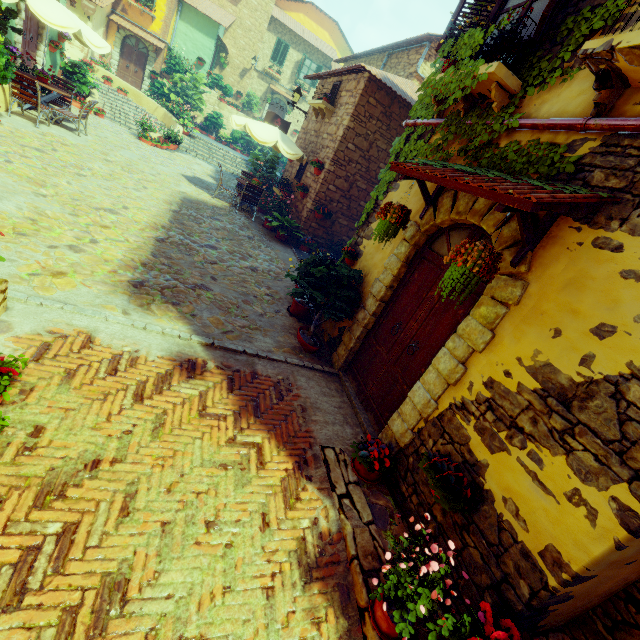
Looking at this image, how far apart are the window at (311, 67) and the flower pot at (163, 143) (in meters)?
17.62

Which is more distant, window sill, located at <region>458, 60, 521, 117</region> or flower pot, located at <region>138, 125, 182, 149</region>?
flower pot, located at <region>138, 125, 182, 149</region>

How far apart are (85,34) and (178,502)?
11.5m

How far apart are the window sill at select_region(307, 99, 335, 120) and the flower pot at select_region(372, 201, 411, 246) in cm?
741

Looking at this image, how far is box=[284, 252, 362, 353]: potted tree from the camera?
5.2m

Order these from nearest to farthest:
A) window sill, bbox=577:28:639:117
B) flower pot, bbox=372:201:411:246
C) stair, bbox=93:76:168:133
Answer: window sill, bbox=577:28:639:117 → flower pot, bbox=372:201:411:246 → stair, bbox=93:76:168:133

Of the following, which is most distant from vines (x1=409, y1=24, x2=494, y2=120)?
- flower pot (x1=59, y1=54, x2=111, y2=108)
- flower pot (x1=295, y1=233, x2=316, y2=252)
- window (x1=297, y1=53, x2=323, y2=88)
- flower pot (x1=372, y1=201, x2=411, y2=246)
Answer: window (x1=297, y1=53, x2=323, y2=88)

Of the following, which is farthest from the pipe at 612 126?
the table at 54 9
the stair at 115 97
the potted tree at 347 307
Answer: the stair at 115 97
